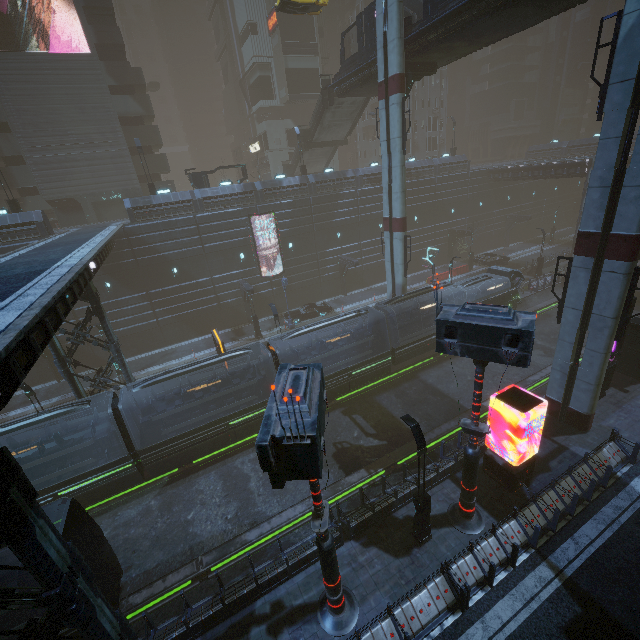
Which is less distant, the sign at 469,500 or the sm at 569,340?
the sign at 469,500

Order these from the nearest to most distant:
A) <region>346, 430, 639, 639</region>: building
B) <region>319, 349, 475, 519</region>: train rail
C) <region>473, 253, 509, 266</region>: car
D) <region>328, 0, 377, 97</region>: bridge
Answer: <region>346, 430, 639, 639</region>: building, <region>319, 349, 475, 519</region>: train rail, <region>328, 0, 377, 97</region>: bridge, <region>473, 253, 509, 266</region>: car

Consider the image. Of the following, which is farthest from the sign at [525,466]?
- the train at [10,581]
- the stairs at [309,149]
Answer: the stairs at [309,149]

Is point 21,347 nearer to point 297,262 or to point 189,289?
point 189,289

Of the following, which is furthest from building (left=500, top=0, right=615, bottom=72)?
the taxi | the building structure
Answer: the building structure

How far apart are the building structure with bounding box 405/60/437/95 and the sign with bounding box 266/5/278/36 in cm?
3039

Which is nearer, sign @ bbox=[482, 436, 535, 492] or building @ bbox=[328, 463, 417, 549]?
A: building @ bbox=[328, 463, 417, 549]

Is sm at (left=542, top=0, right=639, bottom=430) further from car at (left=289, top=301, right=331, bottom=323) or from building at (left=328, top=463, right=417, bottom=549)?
car at (left=289, top=301, right=331, bottom=323)
